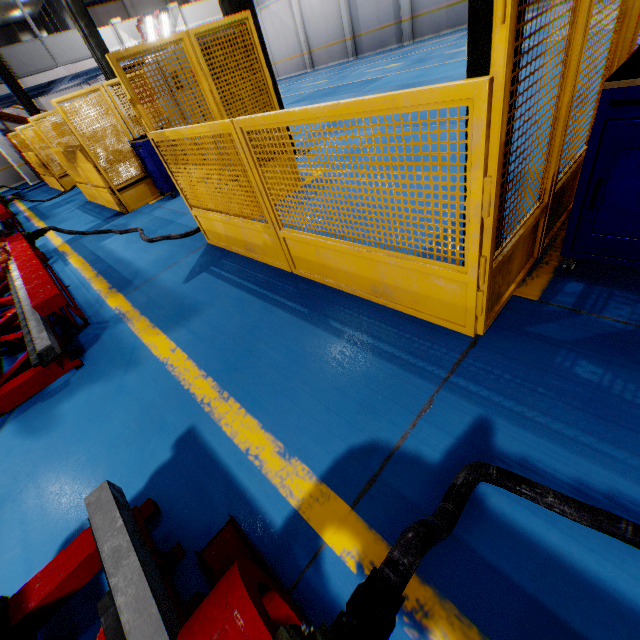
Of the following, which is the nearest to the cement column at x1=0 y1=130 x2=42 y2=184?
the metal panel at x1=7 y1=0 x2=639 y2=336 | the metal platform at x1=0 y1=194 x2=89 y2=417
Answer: the metal panel at x1=7 y1=0 x2=639 y2=336

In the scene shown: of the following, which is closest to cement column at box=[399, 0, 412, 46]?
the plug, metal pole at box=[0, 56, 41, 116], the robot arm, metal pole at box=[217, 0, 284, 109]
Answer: metal pole at box=[217, 0, 284, 109]

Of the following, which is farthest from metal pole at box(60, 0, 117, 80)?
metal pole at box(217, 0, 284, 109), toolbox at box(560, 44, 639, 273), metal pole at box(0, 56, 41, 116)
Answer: toolbox at box(560, 44, 639, 273)

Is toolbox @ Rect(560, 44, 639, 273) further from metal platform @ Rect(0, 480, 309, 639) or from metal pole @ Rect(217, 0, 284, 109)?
metal pole @ Rect(217, 0, 284, 109)

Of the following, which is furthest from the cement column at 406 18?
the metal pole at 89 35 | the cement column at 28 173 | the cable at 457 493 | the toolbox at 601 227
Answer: the cable at 457 493

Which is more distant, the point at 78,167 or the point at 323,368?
the point at 78,167

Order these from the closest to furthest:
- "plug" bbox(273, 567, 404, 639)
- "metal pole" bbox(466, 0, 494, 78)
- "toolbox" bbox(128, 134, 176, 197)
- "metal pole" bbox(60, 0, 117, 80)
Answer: "plug" bbox(273, 567, 404, 639) < "metal pole" bbox(466, 0, 494, 78) < "toolbox" bbox(128, 134, 176, 197) < "metal pole" bbox(60, 0, 117, 80)

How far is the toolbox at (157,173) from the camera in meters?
6.6
